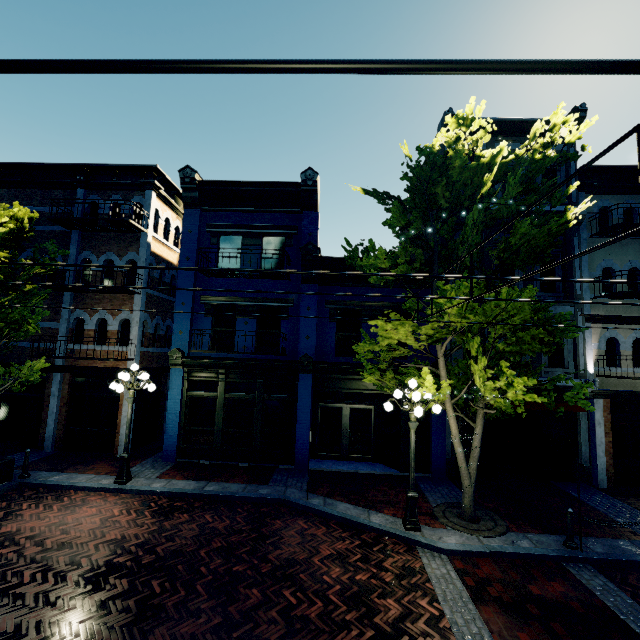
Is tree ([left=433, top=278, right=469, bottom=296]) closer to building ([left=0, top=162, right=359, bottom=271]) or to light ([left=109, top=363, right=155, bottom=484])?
building ([left=0, top=162, right=359, bottom=271])

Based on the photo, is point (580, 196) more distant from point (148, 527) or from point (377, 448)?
point (148, 527)

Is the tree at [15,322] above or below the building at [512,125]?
below

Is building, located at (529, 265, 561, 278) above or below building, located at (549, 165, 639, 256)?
below

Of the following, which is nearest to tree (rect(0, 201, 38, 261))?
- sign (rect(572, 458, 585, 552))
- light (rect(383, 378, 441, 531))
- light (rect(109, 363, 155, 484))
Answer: light (rect(383, 378, 441, 531))

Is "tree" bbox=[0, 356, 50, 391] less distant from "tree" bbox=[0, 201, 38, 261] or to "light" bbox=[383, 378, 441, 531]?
"tree" bbox=[0, 201, 38, 261]

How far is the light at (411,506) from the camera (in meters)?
7.95

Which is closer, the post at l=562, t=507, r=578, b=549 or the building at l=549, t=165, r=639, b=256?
the post at l=562, t=507, r=578, b=549
